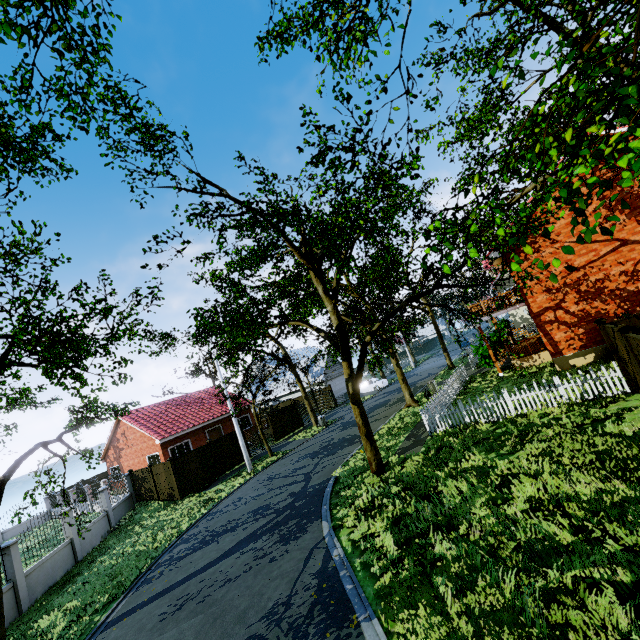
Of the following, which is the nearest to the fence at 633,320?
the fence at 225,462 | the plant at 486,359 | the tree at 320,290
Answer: the tree at 320,290

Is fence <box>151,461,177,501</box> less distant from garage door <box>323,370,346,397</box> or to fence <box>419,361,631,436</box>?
fence <box>419,361,631,436</box>

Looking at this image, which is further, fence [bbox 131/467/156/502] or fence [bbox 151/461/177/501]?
fence [bbox 131/467/156/502]

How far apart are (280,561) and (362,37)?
12.01m

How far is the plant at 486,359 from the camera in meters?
21.1 m

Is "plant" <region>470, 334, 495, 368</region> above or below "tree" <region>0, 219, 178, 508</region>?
below

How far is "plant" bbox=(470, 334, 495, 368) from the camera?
21.11m

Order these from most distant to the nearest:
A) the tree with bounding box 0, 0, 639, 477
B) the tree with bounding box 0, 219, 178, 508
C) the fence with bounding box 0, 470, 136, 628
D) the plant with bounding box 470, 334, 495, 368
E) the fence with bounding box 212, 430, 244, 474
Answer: the fence with bounding box 212, 430, 244, 474
the plant with bounding box 470, 334, 495, 368
the fence with bounding box 0, 470, 136, 628
the tree with bounding box 0, 219, 178, 508
the tree with bounding box 0, 0, 639, 477
